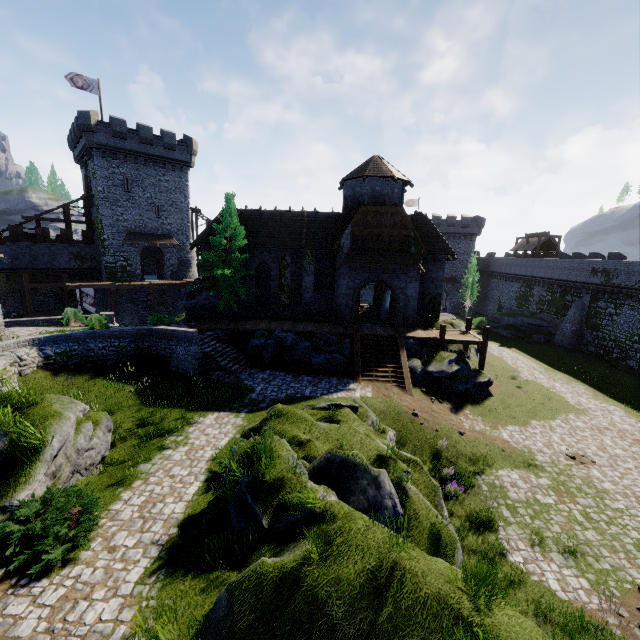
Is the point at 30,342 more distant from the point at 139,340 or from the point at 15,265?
the point at 15,265

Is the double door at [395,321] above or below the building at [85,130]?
below

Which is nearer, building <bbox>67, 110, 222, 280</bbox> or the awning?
the awning

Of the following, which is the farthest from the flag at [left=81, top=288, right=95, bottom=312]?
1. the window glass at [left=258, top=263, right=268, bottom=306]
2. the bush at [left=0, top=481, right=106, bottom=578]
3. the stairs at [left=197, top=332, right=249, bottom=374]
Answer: the bush at [left=0, top=481, right=106, bottom=578]

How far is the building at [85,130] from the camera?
33.4m

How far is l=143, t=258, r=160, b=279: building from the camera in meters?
41.7

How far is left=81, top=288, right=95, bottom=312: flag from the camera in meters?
32.8 m

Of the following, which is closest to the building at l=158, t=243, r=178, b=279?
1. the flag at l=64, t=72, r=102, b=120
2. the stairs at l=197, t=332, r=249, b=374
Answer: the flag at l=64, t=72, r=102, b=120
